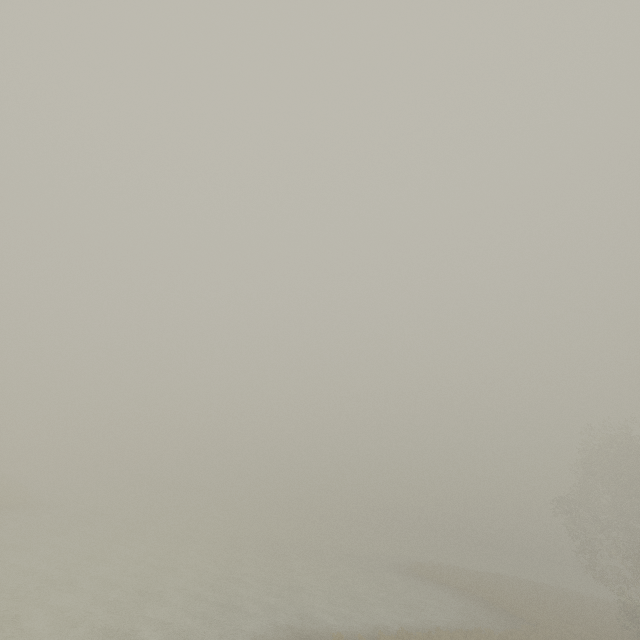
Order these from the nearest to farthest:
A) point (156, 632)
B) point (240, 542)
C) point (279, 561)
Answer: point (156, 632) → point (279, 561) → point (240, 542)
